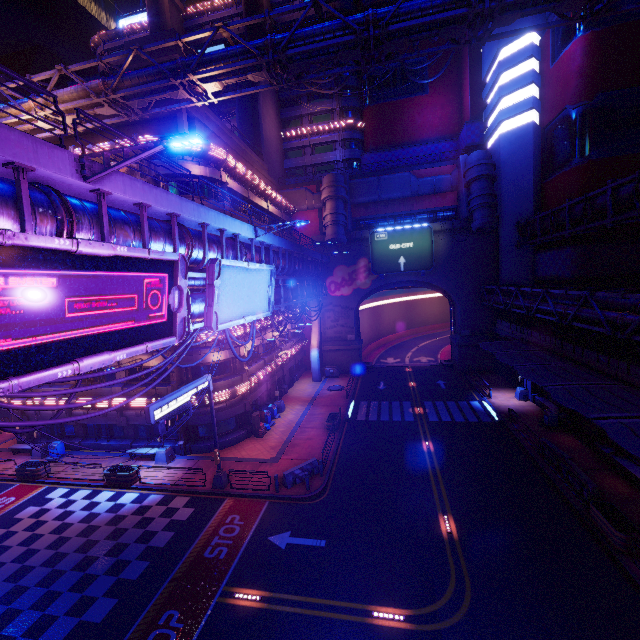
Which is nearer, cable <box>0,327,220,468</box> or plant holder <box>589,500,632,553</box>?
cable <box>0,327,220,468</box>

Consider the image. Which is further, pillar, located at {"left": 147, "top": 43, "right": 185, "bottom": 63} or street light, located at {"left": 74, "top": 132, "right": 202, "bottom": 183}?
pillar, located at {"left": 147, "top": 43, "right": 185, "bottom": 63}

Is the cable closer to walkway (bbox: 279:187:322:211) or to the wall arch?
the wall arch

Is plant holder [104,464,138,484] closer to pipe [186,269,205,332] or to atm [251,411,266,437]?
atm [251,411,266,437]

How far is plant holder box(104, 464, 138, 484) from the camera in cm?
2112

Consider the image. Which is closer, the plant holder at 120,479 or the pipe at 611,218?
the pipe at 611,218

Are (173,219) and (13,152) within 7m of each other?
yes

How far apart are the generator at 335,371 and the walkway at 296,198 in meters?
21.4 m
